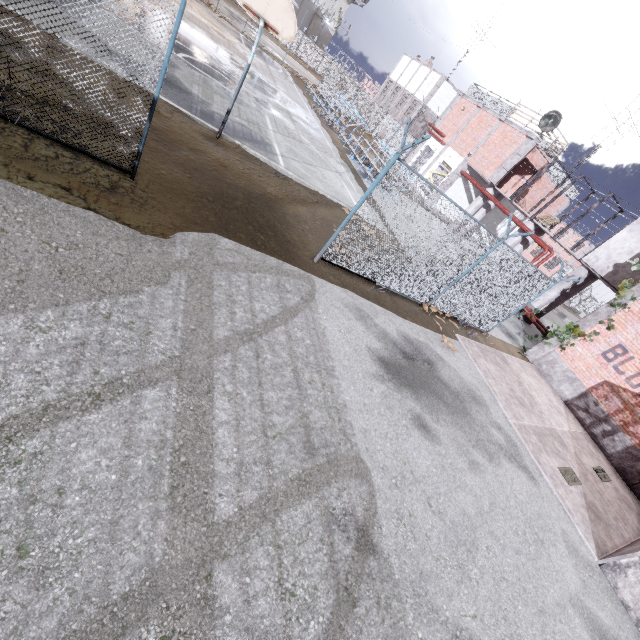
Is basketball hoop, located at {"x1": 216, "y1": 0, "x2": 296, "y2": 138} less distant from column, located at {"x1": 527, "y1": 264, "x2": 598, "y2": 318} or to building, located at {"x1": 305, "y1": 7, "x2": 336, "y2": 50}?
column, located at {"x1": 527, "y1": 264, "x2": 598, "y2": 318}

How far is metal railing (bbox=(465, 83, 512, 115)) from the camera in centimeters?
2181cm

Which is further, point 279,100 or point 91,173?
point 279,100

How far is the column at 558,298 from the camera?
16.61m

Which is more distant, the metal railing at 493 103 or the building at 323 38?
the building at 323 38

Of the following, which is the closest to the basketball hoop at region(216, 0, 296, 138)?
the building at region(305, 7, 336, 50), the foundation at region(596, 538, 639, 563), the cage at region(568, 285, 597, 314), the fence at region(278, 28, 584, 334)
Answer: the fence at region(278, 28, 584, 334)

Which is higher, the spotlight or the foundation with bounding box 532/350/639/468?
the spotlight

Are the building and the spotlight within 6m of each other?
no
